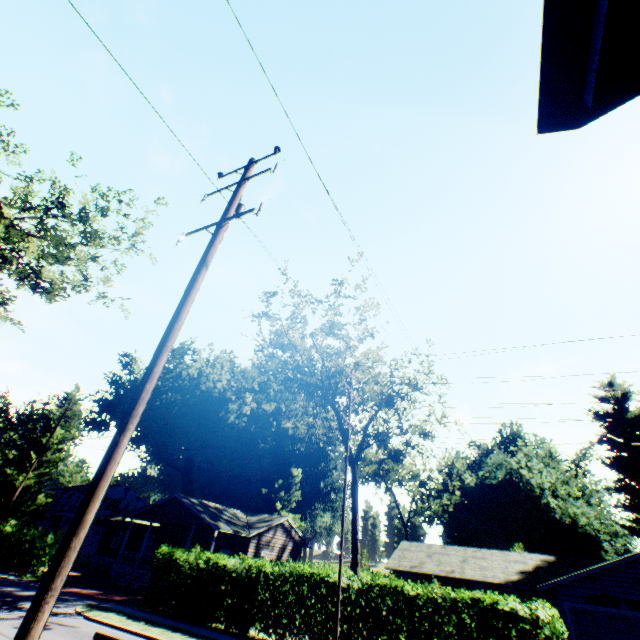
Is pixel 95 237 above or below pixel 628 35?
above

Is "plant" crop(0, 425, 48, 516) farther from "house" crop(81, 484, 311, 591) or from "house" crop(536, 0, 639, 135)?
"house" crop(536, 0, 639, 135)

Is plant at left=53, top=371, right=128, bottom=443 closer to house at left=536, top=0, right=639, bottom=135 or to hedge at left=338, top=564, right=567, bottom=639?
hedge at left=338, top=564, right=567, bottom=639

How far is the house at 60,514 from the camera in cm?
4975

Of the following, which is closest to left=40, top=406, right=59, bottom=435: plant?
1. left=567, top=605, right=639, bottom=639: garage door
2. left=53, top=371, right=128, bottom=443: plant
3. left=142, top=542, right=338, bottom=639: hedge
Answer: left=53, top=371, right=128, bottom=443: plant

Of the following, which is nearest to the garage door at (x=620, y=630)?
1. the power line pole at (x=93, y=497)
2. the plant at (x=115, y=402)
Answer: the power line pole at (x=93, y=497)

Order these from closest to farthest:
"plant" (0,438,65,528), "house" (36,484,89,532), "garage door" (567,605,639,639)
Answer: "garage door" (567,605,639,639), "plant" (0,438,65,528), "house" (36,484,89,532)

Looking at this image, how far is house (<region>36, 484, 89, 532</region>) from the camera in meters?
49.8 m
